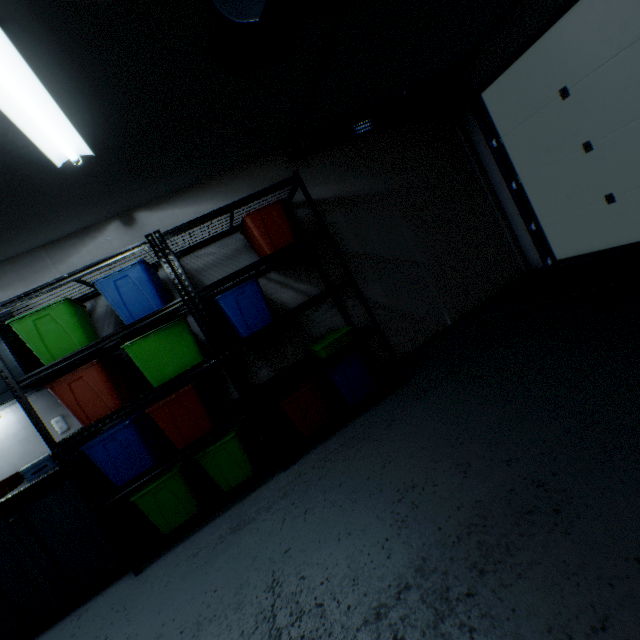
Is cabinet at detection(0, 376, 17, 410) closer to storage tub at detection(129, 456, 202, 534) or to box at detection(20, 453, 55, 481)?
box at detection(20, 453, 55, 481)

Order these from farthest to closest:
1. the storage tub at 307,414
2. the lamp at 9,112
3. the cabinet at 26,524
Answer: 1. the storage tub at 307,414
2. the cabinet at 26,524
3. the lamp at 9,112

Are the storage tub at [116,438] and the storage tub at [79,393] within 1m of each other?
yes

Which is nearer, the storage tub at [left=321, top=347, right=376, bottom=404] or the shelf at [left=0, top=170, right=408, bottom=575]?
the shelf at [left=0, top=170, right=408, bottom=575]

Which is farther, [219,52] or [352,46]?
[352,46]

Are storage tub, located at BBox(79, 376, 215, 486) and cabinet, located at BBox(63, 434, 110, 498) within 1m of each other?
yes

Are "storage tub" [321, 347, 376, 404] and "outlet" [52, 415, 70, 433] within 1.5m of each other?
no

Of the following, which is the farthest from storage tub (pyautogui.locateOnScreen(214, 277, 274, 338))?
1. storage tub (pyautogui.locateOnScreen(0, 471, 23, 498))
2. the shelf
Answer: storage tub (pyautogui.locateOnScreen(0, 471, 23, 498))
